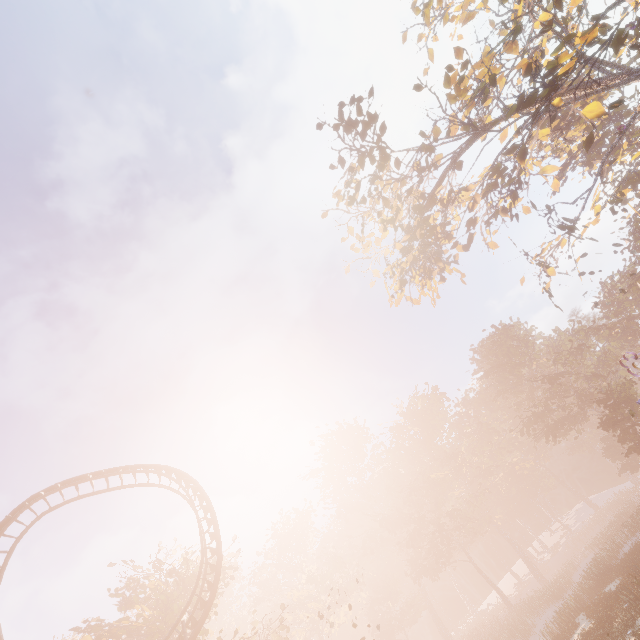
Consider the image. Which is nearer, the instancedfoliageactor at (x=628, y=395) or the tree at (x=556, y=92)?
the tree at (x=556, y=92)

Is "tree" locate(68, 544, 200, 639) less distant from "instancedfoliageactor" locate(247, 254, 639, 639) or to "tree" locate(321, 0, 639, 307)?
"instancedfoliageactor" locate(247, 254, 639, 639)

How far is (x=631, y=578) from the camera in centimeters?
2016cm

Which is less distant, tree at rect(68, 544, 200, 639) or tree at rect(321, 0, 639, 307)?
tree at rect(321, 0, 639, 307)

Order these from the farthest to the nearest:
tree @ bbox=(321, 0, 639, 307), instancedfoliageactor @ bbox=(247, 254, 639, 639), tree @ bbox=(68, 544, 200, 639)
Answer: instancedfoliageactor @ bbox=(247, 254, 639, 639)
tree @ bbox=(68, 544, 200, 639)
tree @ bbox=(321, 0, 639, 307)

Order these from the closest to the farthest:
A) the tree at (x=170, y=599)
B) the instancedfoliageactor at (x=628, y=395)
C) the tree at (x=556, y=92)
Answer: the tree at (x=556, y=92)
the tree at (x=170, y=599)
the instancedfoliageactor at (x=628, y=395)

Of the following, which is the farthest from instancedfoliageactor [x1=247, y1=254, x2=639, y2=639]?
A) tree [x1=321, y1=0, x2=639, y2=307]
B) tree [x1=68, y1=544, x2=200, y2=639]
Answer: tree [x1=321, y1=0, x2=639, y2=307]
